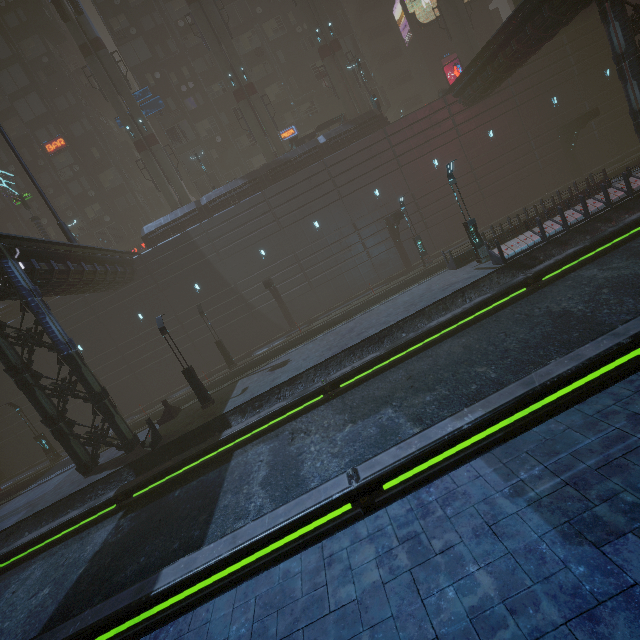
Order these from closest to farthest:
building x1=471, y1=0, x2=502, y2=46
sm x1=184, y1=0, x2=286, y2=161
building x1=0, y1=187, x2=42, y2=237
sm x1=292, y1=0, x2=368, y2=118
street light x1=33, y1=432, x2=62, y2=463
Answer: street light x1=33, y1=432, x2=62, y2=463, sm x1=184, y1=0, x2=286, y2=161, sm x1=292, y1=0, x2=368, y2=118, building x1=0, y1=187, x2=42, y2=237, building x1=471, y1=0, x2=502, y2=46

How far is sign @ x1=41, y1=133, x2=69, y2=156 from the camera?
34.6m

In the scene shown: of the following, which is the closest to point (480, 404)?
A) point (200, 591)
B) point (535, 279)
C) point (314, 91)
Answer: point (200, 591)

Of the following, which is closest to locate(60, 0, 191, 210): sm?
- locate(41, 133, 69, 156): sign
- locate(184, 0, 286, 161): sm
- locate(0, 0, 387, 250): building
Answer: locate(0, 0, 387, 250): building

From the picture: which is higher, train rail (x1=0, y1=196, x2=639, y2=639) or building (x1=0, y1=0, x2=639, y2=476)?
building (x1=0, y1=0, x2=639, y2=476)

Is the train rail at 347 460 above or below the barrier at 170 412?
below

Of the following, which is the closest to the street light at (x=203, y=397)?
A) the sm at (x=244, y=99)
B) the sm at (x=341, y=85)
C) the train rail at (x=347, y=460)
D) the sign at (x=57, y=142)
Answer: the train rail at (x=347, y=460)

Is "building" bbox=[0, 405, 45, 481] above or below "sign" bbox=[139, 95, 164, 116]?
below
